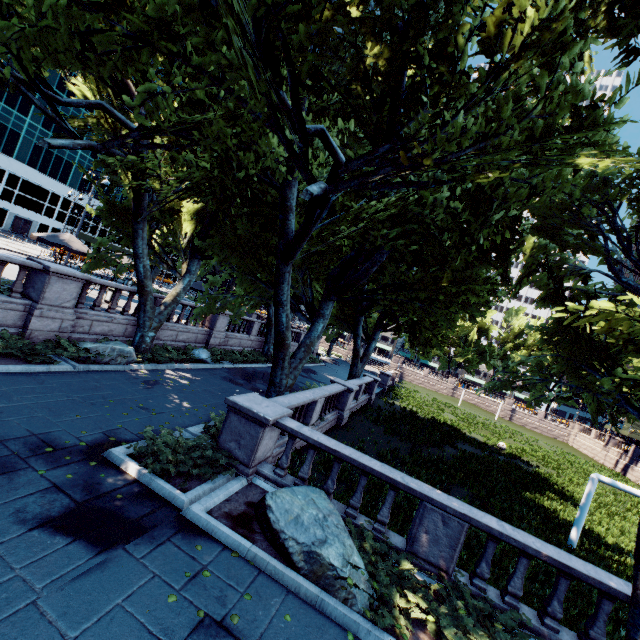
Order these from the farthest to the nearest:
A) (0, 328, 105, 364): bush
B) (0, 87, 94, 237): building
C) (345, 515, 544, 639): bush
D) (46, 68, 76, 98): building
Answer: (46, 68, 76, 98): building, (0, 87, 94, 237): building, (0, 328, 105, 364): bush, (345, 515, 544, 639): bush

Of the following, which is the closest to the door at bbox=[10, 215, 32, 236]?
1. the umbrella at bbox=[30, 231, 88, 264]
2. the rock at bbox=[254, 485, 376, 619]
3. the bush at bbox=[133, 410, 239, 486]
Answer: the umbrella at bbox=[30, 231, 88, 264]

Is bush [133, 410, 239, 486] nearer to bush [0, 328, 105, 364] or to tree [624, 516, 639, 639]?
tree [624, 516, 639, 639]

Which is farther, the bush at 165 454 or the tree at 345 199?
the bush at 165 454

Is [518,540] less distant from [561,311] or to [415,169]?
[561,311]

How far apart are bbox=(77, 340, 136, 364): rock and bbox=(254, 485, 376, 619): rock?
9.37m

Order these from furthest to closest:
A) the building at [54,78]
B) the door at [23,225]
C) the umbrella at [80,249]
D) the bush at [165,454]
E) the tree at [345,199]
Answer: the door at [23,225], the building at [54,78], the umbrella at [80,249], the bush at [165,454], the tree at [345,199]

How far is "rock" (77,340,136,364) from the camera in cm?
1268
